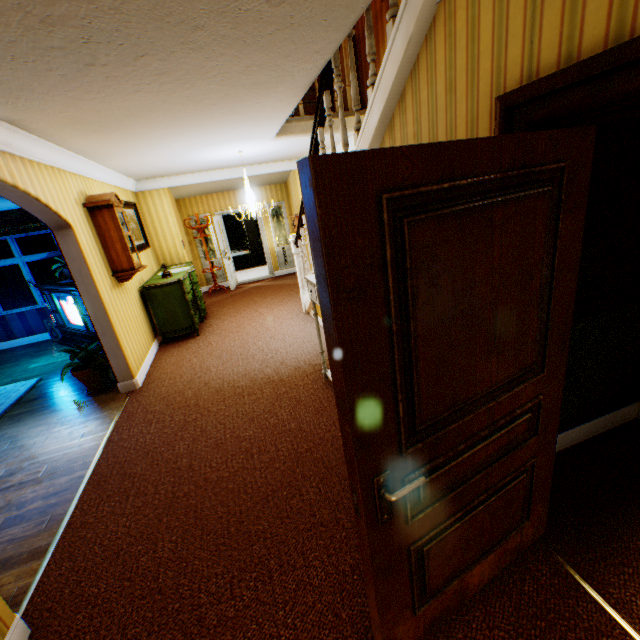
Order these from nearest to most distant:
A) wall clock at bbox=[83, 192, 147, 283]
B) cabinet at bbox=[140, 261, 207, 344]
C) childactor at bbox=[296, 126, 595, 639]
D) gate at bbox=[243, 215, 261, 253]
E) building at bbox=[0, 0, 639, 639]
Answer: childactor at bbox=[296, 126, 595, 639], building at bbox=[0, 0, 639, 639], wall clock at bbox=[83, 192, 147, 283], cabinet at bbox=[140, 261, 207, 344], gate at bbox=[243, 215, 261, 253]

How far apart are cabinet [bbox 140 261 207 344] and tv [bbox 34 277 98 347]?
0.5 meters

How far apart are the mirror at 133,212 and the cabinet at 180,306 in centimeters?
Answer: 53cm

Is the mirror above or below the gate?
above

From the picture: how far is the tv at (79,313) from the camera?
6.2m

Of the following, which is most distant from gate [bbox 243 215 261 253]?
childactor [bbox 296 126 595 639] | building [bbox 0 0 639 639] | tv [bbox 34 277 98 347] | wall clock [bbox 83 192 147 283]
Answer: childactor [bbox 296 126 595 639]

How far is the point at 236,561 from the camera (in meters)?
2.14

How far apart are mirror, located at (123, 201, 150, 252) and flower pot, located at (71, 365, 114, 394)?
2.23m
